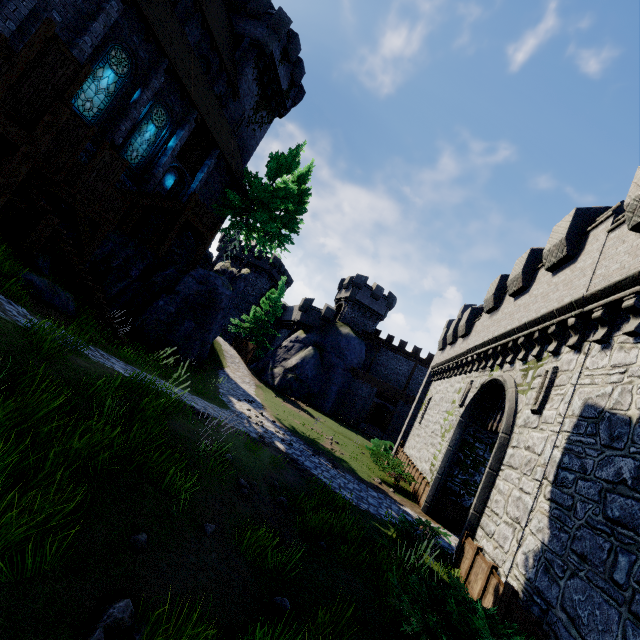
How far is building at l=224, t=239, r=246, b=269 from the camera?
53.81m

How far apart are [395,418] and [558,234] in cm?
2726

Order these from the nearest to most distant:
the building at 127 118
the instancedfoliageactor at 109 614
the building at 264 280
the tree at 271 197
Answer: the instancedfoliageactor at 109 614
the building at 127 118
the tree at 271 197
the building at 264 280

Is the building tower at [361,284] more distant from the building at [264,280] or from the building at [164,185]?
the building at [164,185]

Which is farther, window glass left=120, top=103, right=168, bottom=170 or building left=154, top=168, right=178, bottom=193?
building left=154, top=168, right=178, bottom=193

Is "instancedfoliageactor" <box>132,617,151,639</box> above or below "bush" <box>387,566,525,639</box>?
below

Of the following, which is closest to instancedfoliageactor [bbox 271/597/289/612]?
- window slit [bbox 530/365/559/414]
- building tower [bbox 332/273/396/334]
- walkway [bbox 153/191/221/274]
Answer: window slit [bbox 530/365/559/414]

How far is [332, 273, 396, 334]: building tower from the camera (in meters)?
41.78
